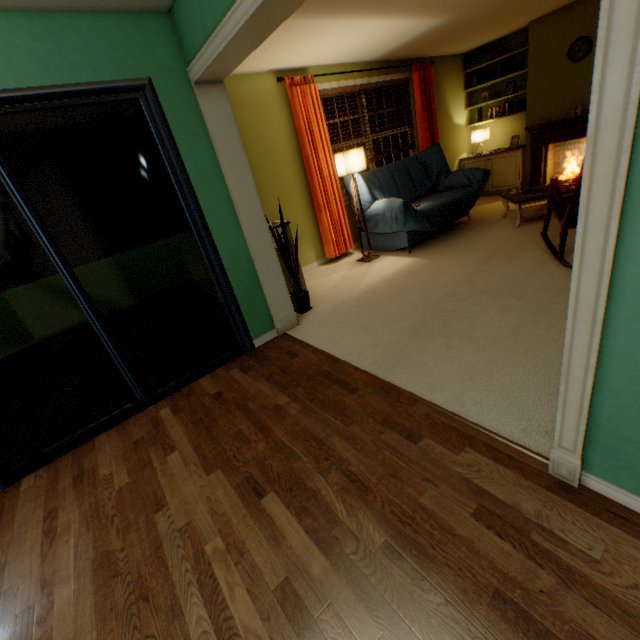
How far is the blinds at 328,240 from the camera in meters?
4.1 m

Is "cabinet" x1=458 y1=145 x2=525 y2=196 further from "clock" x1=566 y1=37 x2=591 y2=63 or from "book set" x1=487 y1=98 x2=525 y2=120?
"clock" x1=566 y1=37 x2=591 y2=63

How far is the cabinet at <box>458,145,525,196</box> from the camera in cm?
576

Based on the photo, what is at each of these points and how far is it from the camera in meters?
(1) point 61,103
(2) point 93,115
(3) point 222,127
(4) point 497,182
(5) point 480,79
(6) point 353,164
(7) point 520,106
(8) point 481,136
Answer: (1) door, 1.9
(2) building, 3.0
(3) door frame, 2.4
(4) cabinet, 6.2
(5) book set, 5.9
(6) lamp, 4.0
(7) book set, 5.6
(8) lamp, 6.1

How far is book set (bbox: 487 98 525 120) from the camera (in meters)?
5.60

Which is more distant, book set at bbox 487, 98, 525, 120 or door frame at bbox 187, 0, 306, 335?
book set at bbox 487, 98, 525, 120

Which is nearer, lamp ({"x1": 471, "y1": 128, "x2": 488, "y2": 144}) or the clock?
the clock

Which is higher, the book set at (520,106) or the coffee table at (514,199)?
the book set at (520,106)
